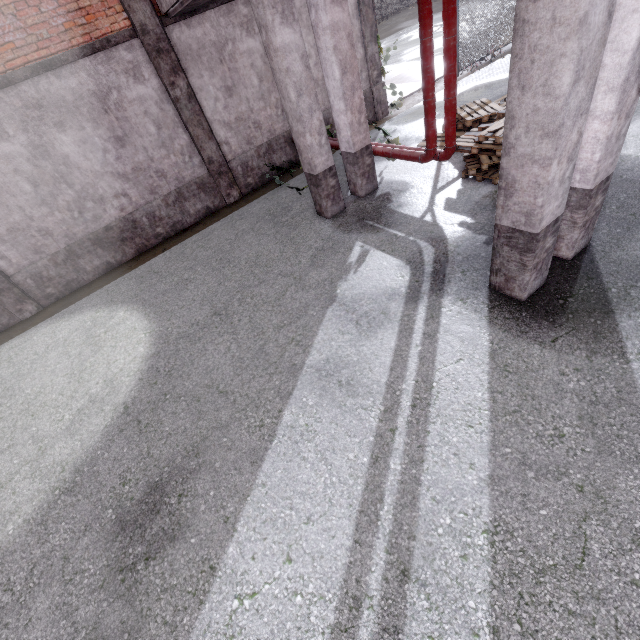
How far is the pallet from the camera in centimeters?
600cm

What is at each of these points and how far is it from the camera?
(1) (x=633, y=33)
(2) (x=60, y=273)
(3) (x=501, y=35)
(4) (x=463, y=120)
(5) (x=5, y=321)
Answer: (1) column, 2.73m
(2) foundation, 8.02m
(3) fence, 12.10m
(4) pallet, 7.62m
(5) foundation, 7.85m

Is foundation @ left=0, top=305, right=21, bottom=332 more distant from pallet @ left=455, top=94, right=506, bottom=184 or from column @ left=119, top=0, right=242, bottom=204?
pallet @ left=455, top=94, right=506, bottom=184

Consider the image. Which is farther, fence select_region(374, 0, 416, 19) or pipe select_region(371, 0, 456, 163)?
fence select_region(374, 0, 416, 19)

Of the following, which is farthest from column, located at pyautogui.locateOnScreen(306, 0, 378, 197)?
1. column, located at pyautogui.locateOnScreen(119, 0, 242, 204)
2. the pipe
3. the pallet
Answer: column, located at pyautogui.locateOnScreen(119, 0, 242, 204)

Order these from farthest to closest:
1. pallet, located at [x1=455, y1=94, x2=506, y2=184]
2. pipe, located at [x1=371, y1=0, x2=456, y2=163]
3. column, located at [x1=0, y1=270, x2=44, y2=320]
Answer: column, located at [x1=0, y1=270, x2=44, y2=320], pallet, located at [x1=455, y1=94, x2=506, y2=184], pipe, located at [x1=371, y1=0, x2=456, y2=163]

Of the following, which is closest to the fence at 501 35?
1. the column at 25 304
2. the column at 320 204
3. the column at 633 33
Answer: the column at 633 33

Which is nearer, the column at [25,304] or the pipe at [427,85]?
the pipe at [427,85]
